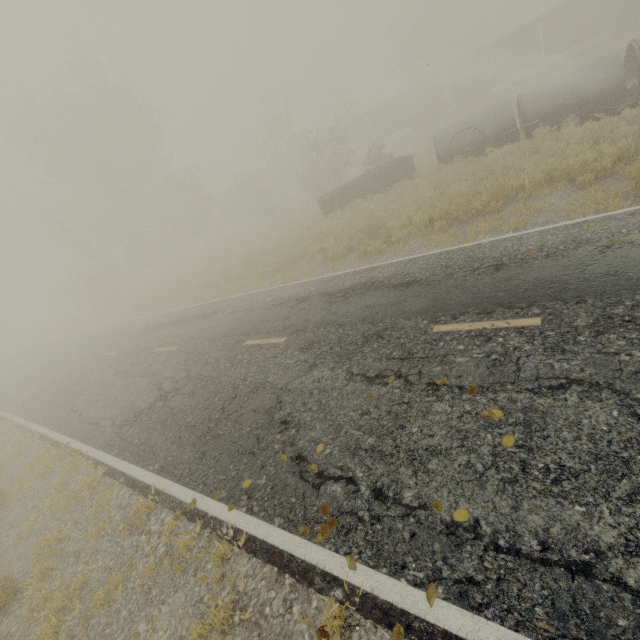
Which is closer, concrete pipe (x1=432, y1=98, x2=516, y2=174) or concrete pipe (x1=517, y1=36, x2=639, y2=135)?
concrete pipe (x1=517, y1=36, x2=639, y2=135)

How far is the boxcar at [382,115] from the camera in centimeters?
3944cm

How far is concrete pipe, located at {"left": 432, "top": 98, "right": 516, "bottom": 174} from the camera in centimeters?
1502cm

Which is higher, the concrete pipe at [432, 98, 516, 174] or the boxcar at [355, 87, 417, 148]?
the boxcar at [355, 87, 417, 148]

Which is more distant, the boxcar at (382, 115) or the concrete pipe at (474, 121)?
the boxcar at (382, 115)

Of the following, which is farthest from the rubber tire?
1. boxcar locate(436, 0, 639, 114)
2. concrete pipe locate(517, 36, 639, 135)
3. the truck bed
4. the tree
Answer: boxcar locate(436, 0, 639, 114)

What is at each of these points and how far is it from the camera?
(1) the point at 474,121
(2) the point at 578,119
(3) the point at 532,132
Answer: (1) concrete pipe, 15.7 meters
(2) rubber tire, 12.7 meters
(3) oil drum, 13.6 meters

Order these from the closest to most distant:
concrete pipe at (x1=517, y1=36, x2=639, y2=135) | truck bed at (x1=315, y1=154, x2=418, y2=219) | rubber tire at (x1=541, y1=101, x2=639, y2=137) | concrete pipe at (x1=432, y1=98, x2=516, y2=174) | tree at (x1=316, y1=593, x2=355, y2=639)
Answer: tree at (x1=316, y1=593, x2=355, y2=639) → rubber tire at (x1=541, y1=101, x2=639, y2=137) → concrete pipe at (x1=517, y1=36, x2=639, y2=135) → concrete pipe at (x1=432, y1=98, x2=516, y2=174) → truck bed at (x1=315, y1=154, x2=418, y2=219)
